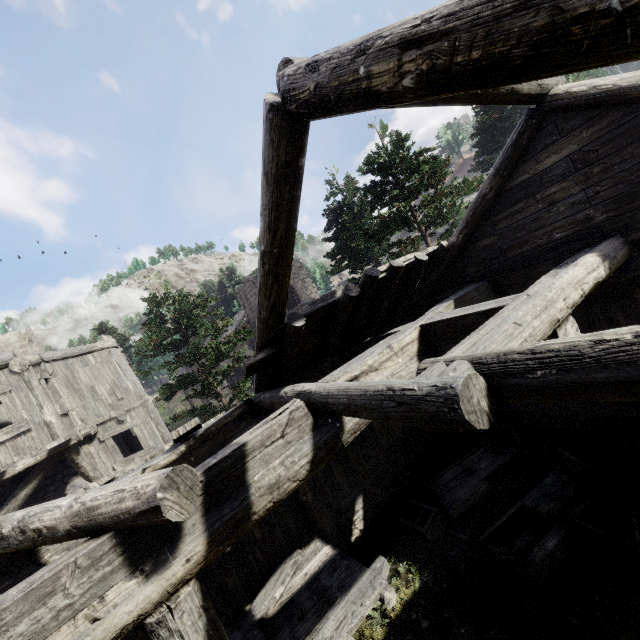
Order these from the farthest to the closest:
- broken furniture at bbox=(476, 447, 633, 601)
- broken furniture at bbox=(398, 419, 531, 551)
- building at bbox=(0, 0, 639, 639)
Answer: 1. broken furniture at bbox=(398, 419, 531, 551)
2. broken furniture at bbox=(476, 447, 633, 601)
3. building at bbox=(0, 0, 639, 639)

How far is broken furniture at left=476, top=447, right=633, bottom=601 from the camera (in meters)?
4.73

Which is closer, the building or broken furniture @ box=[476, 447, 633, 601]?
the building

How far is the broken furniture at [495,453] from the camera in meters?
6.2

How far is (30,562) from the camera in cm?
430
